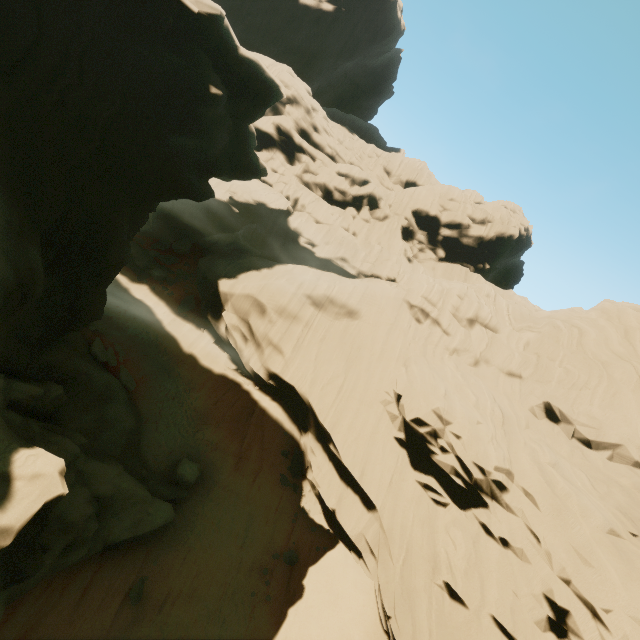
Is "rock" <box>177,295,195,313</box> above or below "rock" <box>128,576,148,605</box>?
above

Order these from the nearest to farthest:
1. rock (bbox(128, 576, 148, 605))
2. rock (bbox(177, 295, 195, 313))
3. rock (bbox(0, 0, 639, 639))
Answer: rock (bbox(0, 0, 639, 639)) < rock (bbox(128, 576, 148, 605)) < rock (bbox(177, 295, 195, 313))

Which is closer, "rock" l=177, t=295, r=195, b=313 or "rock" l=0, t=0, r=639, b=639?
"rock" l=0, t=0, r=639, b=639

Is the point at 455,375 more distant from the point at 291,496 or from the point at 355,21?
the point at 355,21

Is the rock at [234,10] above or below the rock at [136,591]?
above

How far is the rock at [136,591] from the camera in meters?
12.9 m

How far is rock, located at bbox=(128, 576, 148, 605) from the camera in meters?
12.9 m

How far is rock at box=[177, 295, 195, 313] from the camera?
28.1 meters
